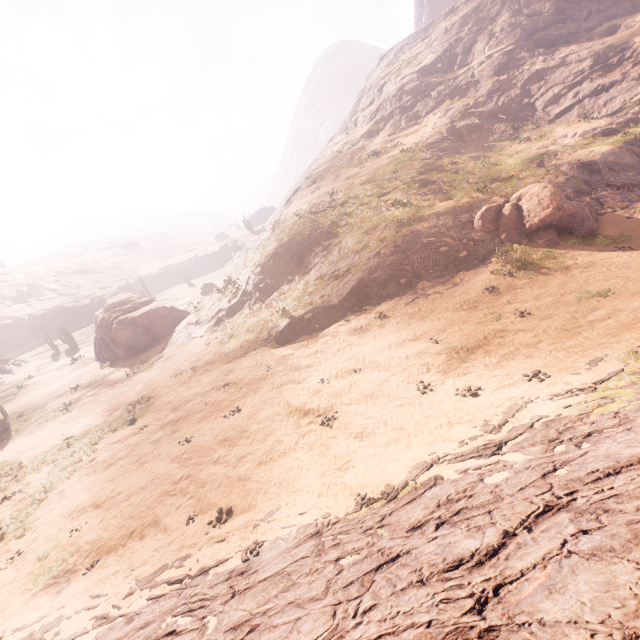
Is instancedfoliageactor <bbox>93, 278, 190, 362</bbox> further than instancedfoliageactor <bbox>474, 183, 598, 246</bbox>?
Yes

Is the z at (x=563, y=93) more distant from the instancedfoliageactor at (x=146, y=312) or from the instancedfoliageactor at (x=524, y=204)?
the instancedfoliageactor at (x=146, y=312)

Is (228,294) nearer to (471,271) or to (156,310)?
Result: (156,310)

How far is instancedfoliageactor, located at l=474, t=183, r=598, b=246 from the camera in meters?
16.6 m

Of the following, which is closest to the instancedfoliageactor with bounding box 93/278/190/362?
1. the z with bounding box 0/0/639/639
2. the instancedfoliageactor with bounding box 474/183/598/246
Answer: the z with bounding box 0/0/639/639

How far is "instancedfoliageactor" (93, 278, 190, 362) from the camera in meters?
27.7 m

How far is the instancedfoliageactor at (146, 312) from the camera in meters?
27.7 m

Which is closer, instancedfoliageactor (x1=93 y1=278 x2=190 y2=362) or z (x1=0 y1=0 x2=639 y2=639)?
z (x1=0 y1=0 x2=639 y2=639)
